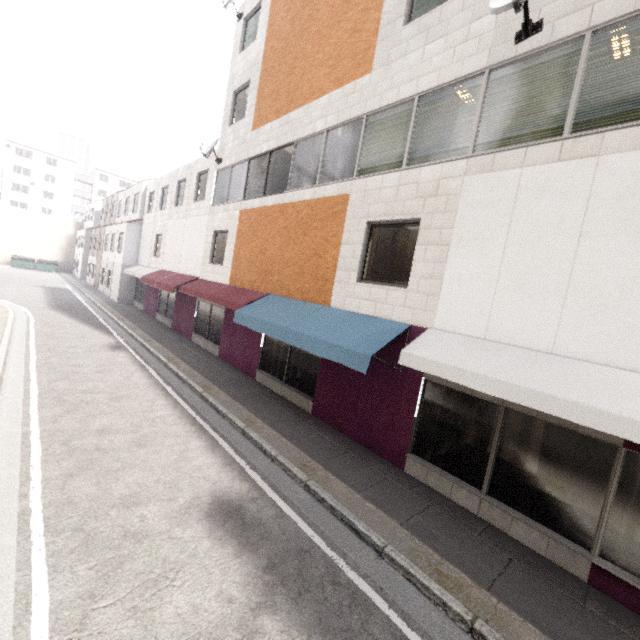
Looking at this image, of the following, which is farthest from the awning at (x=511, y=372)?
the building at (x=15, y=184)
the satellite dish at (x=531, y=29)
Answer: the building at (x=15, y=184)

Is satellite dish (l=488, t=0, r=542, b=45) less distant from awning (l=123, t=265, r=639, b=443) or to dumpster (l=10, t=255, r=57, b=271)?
awning (l=123, t=265, r=639, b=443)

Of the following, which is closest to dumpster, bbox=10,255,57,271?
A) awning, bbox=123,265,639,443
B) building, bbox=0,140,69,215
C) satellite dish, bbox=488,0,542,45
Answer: building, bbox=0,140,69,215

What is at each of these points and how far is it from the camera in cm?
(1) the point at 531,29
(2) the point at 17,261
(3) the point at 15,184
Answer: (1) satellite dish, 539
(2) dumpster, 3881
(3) building, 5591

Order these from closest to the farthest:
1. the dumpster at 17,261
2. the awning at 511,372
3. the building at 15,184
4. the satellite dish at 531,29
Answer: the awning at 511,372
the satellite dish at 531,29
the dumpster at 17,261
the building at 15,184

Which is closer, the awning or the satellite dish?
the awning

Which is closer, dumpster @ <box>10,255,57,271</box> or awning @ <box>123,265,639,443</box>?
awning @ <box>123,265,639,443</box>

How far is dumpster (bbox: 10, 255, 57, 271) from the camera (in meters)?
38.72
